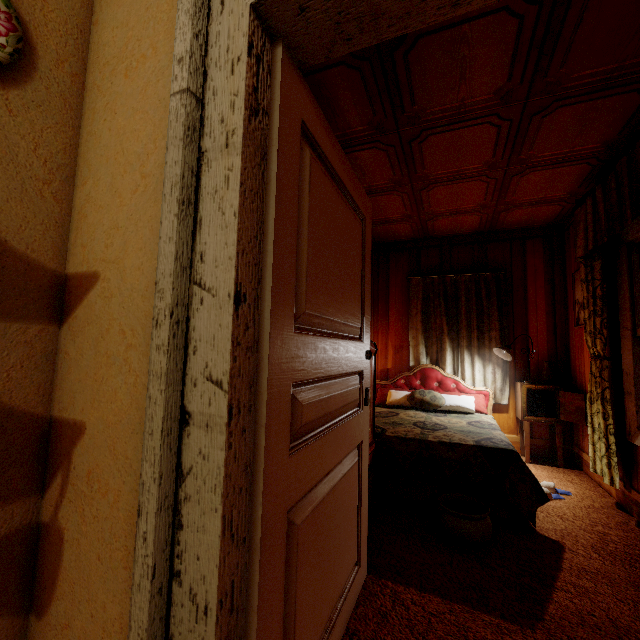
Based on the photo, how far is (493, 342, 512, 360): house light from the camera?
3.8m

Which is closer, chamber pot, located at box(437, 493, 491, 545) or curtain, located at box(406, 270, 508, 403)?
chamber pot, located at box(437, 493, 491, 545)

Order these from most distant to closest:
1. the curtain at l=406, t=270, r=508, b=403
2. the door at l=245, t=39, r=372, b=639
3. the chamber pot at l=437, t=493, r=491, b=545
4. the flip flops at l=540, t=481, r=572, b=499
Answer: the curtain at l=406, t=270, r=508, b=403
the flip flops at l=540, t=481, r=572, b=499
the chamber pot at l=437, t=493, r=491, b=545
the door at l=245, t=39, r=372, b=639

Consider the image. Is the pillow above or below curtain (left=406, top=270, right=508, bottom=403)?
below

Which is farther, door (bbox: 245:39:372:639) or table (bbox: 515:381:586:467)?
table (bbox: 515:381:586:467)

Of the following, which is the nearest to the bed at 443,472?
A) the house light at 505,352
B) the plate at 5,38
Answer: the house light at 505,352

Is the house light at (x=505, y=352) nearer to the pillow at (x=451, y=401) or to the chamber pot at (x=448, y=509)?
the pillow at (x=451, y=401)

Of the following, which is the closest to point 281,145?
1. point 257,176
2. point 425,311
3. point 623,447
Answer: point 257,176
